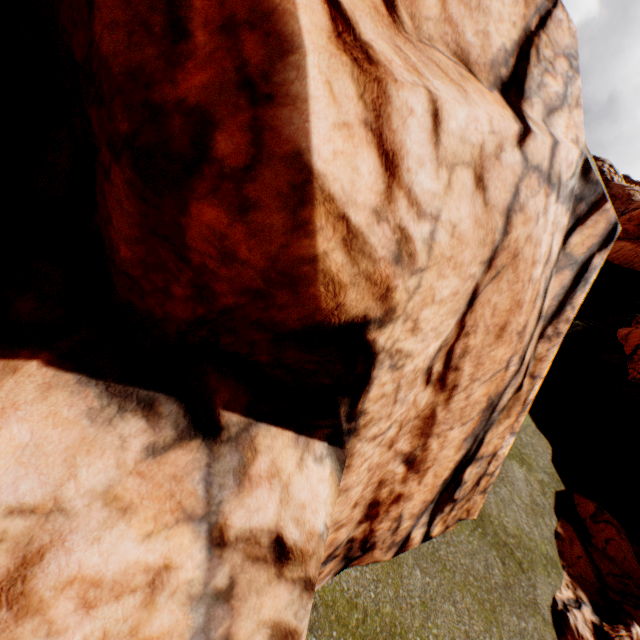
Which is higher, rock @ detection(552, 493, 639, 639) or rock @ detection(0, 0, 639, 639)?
rock @ detection(0, 0, 639, 639)

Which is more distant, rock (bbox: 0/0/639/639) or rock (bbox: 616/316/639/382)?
rock (bbox: 616/316/639/382)

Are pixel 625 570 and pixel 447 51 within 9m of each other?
no

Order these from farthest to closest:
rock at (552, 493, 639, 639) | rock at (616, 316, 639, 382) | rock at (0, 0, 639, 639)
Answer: rock at (616, 316, 639, 382) → rock at (552, 493, 639, 639) → rock at (0, 0, 639, 639)

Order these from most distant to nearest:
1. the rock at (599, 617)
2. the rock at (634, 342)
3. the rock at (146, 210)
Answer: the rock at (634, 342) < the rock at (599, 617) < the rock at (146, 210)

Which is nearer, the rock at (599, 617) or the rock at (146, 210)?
the rock at (146, 210)
